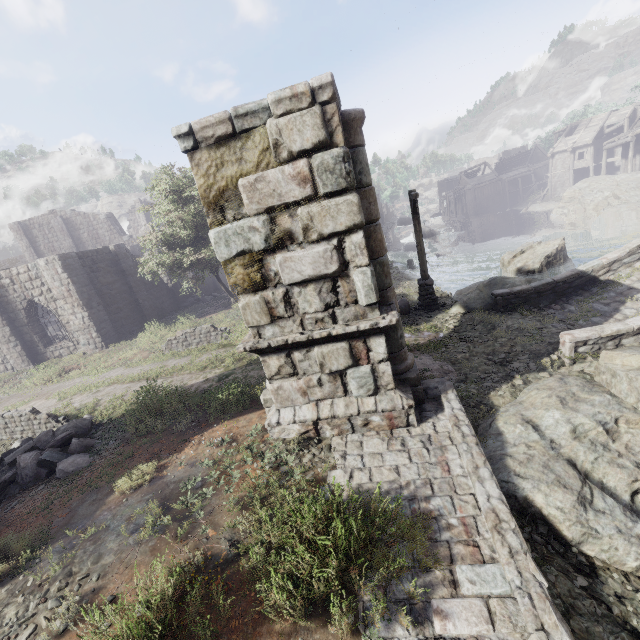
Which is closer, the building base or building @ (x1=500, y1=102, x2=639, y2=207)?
the building base

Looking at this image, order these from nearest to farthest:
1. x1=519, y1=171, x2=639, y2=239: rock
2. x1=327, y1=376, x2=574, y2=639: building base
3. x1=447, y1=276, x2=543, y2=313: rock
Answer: x1=327, y1=376, x2=574, y2=639: building base
x1=447, y1=276, x2=543, y2=313: rock
x1=519, y1=171, x2=639, y2=239: rock

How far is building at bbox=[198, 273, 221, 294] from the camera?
34.1m

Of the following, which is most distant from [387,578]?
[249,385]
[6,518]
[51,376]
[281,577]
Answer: [51,376]

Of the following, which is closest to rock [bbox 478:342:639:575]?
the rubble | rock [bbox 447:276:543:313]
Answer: rock [bbox 447:276:543:313]

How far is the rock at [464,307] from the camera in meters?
11.6

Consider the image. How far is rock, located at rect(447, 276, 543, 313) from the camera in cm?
1165

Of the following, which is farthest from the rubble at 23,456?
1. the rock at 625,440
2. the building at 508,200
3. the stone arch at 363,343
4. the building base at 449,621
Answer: the rock at 625,440
